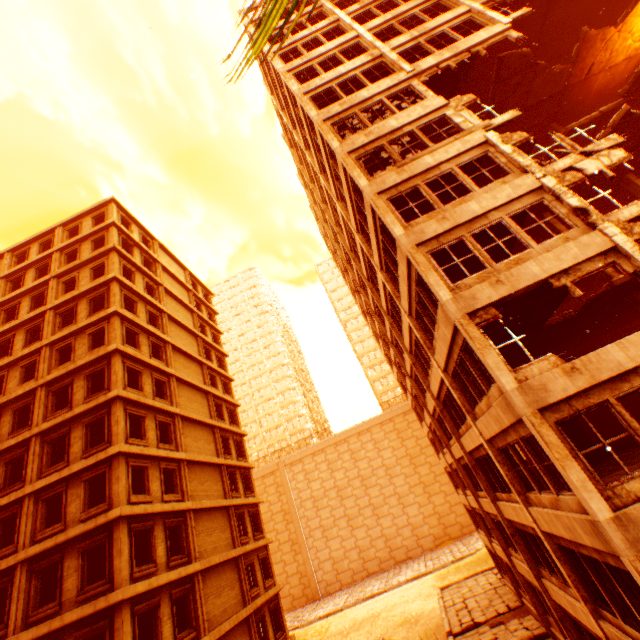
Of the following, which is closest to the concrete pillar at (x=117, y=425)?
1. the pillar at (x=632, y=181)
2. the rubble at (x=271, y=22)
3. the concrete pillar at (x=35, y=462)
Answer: the concrete pillar at (x=35, y=462)

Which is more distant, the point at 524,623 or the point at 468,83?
the point at 524,623

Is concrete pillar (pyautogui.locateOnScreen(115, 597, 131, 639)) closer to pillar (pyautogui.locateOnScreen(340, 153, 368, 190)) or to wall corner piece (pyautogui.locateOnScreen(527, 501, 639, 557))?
wall corner piece (pyautogui.locateOnScreen(527, 501, 639, 557))

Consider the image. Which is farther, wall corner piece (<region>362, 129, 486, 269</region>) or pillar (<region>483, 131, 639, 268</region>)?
wall corner piece (<region>362, 129, 486, 269</region>)

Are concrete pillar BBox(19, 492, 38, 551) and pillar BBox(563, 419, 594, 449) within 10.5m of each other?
no

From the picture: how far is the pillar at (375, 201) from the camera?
11.4m

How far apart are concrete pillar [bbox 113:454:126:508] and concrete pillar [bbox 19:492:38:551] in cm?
432

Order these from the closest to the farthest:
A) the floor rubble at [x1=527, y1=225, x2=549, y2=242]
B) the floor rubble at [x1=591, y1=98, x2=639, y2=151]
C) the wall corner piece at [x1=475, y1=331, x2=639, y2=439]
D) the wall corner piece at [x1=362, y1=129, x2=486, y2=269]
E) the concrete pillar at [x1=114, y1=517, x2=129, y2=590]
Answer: the wall corner piece at [x1=475, y1=331, x2=639, y2=439] → the wall corner piece at [x1=362, y1=129, x2=486, y2=269] → the concrete pillar at [x1=114, y1=517, x2=129, y2=590] → the floor rubble at [x1=591, y1=98, x2=639, y2=151] → the floor rubble at [x1=527, y1=225, x2=549, y2=242]
